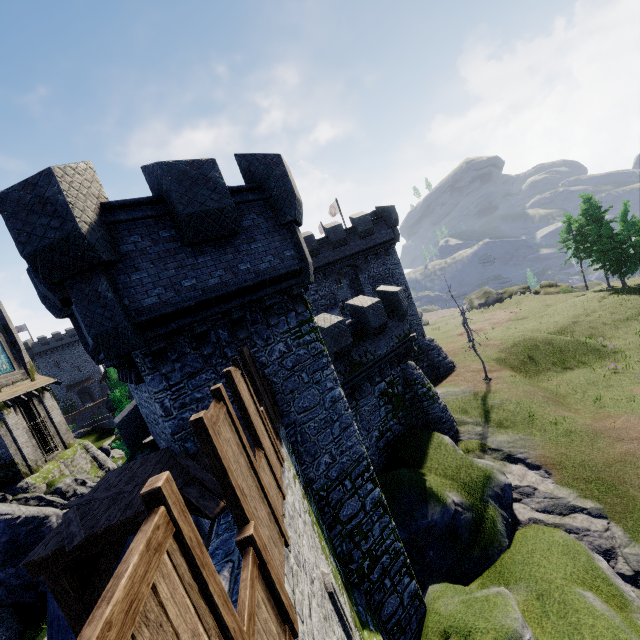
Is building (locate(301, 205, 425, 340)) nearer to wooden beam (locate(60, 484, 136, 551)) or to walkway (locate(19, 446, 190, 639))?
walkway (locate(19, 446, 190, 639))

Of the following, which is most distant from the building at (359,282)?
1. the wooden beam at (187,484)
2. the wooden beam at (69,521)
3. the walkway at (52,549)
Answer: the wooden beam at (69,521)

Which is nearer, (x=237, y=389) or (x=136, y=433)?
(x=237, y=389)

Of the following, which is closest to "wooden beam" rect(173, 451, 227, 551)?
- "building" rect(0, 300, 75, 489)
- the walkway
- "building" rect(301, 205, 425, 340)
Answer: the walkway

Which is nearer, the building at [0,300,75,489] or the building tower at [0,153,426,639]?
the building tower at [0,153,426,639]

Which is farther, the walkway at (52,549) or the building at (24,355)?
the building at (24,355)

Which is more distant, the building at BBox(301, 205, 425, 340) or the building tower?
the building at BBox(301, 205, 425, 340)

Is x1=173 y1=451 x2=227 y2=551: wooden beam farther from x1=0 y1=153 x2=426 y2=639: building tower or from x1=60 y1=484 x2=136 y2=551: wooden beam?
x1=60 y1=484 x2=136 y2=551: wooden beam
